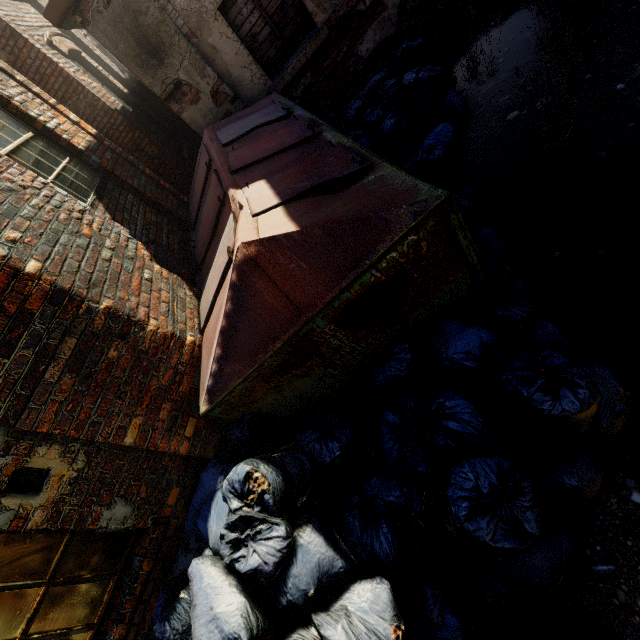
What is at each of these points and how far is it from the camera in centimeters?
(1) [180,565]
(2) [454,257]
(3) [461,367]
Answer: (1) building, 248cm
(2) trash container, 212cm
(3) trash bag, 212cm

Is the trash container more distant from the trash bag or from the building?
the building

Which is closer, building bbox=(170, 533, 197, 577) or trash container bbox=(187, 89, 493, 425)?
trash container bbox=(187, 89, 493, 425)

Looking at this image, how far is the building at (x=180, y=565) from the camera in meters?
2.5

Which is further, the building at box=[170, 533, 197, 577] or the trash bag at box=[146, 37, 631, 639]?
the building at box=[170, 533, 197, 577]

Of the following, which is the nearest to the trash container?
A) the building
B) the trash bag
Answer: the trash bag

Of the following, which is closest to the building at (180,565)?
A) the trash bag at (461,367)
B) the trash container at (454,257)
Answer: the trash bag at (461,367)
